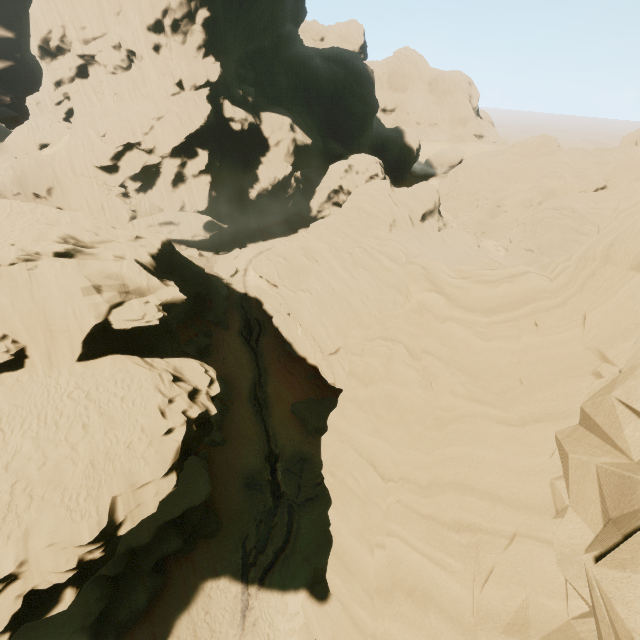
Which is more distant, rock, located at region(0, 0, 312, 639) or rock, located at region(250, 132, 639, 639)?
rock, located at region(0, 0, 312, 639)

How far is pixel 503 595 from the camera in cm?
517

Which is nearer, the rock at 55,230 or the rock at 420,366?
the rock at 420,366
